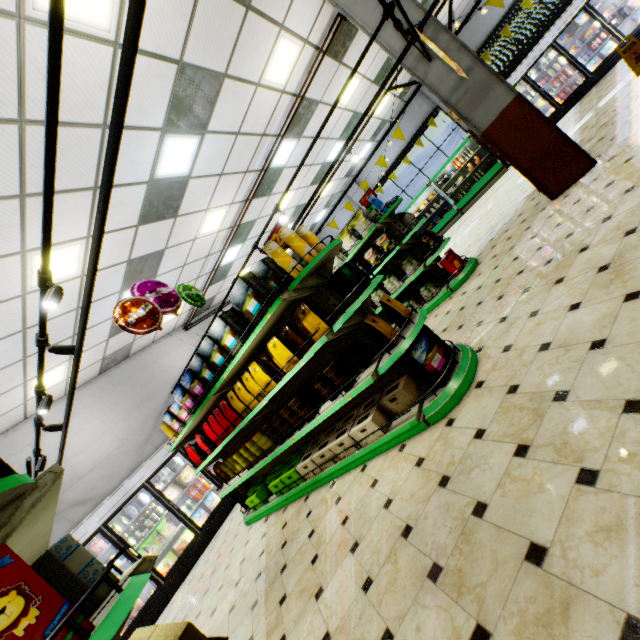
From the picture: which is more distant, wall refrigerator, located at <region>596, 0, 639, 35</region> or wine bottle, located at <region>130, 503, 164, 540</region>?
wall refrigerator, located at <region>596, 0, 639, 35</region>

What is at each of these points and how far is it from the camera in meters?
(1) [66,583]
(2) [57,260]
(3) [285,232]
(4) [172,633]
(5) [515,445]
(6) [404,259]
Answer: (1) packaged coffee, 1.4
(2) building, 4.8
(3) chips cylinder, 3.2
(4) packaged coffee, 1.5
(5) building, 2.1
(6) packaged chips, 6.3

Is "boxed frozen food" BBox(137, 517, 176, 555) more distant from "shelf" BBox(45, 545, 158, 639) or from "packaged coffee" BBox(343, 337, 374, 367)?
"packaged coffee" BBox(343, 337, 374, 367)

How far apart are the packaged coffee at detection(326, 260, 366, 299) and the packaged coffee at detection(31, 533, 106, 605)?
2.6 meters

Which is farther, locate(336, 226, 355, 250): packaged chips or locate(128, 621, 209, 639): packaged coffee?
locate(336, 226, 355, 250): packaged chips

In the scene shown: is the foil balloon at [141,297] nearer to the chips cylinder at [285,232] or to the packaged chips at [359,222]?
the chips cylinder at [285,232]

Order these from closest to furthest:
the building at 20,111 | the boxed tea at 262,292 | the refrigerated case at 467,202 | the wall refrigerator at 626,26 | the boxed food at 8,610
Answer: the boxed food at 8,610
the building at 20,111
the boxed tea at 262,292
the wall refrigerator at 626,26
the refrigerated case at 467,202

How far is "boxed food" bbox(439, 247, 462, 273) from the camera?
6.0 meters
